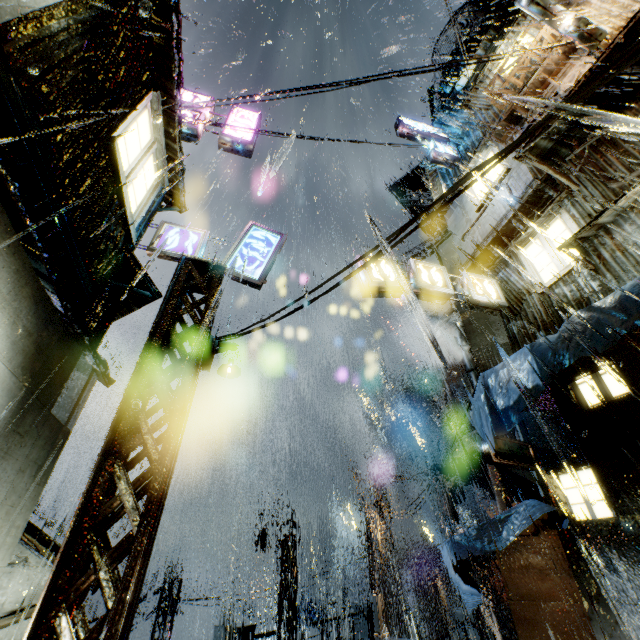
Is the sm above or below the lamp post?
below

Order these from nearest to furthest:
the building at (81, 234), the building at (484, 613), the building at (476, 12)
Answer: the building at (81, 234), the building at (476, 12), the building at (484, 613)

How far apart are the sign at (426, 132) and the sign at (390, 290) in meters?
9.0 m

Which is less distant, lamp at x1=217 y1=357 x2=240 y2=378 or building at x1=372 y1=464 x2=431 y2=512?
lamp at x1=217 y1=357 x2=240 y2=378

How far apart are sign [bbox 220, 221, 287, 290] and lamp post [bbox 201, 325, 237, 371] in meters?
2.0

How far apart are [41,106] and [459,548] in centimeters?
1198cm

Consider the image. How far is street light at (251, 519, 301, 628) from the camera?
17.6 meters

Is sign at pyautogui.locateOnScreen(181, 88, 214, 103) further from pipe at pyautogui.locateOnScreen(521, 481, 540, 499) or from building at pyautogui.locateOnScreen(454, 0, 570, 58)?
pipe at pyautogui.locateOnScreen(521, 481, 540, 499)
